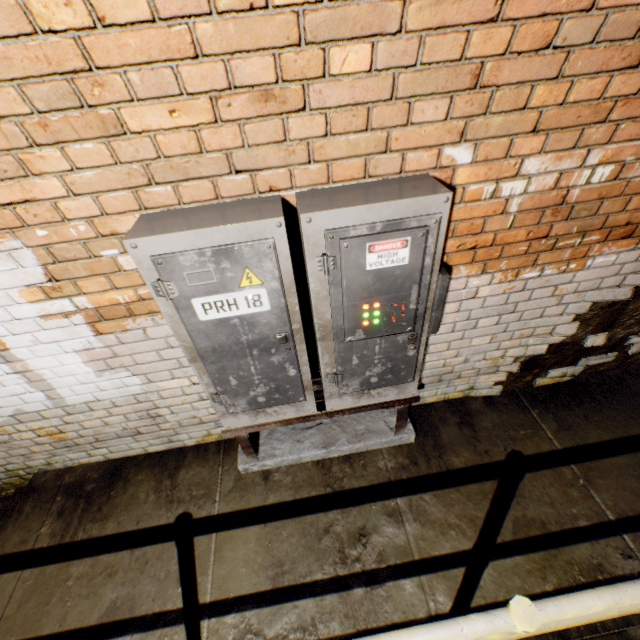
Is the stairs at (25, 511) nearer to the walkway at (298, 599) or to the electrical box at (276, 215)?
the walkway at (298, 599)

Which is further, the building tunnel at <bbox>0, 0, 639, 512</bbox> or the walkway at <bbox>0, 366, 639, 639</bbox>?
the walkway at <bbox>0, 366, 639, 639</bbox>

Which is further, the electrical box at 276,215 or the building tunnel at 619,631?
the building tunnel at 619,631

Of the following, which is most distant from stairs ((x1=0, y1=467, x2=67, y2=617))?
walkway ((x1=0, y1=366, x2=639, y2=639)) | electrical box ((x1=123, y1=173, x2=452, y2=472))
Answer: electrical box ((x1=123, y1=173, x2=452, y2=472))

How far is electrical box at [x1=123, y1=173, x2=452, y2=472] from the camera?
1.2 meters

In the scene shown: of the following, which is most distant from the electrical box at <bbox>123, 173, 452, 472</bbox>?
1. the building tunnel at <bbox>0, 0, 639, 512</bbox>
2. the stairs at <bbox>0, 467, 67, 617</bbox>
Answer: the stairs at <bbox>0, 467, 67, 617</bbox>

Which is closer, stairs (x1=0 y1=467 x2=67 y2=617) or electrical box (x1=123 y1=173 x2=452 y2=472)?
electrical box (x1=123 y1=173 x2=452 y2=472)

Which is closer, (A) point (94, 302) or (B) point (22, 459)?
(A) point (94, 302)
